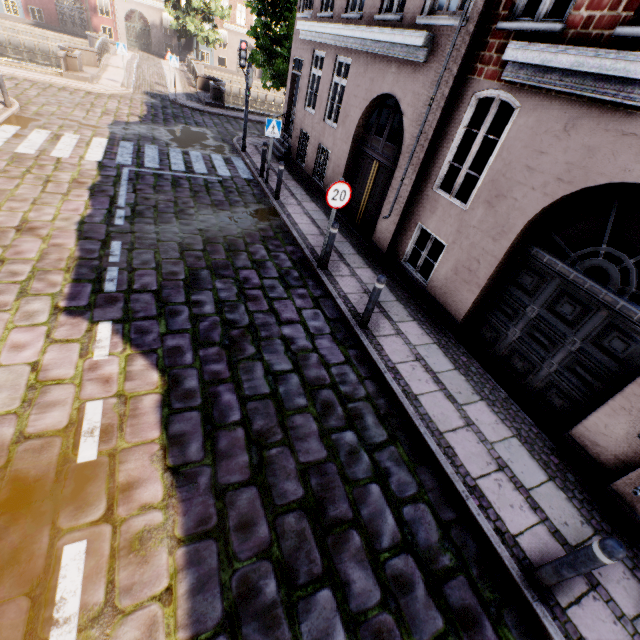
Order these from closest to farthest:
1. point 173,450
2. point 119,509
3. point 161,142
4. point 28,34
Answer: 1. point 119,509
2. point 173,450
3. point 161,142
4. point 28,34

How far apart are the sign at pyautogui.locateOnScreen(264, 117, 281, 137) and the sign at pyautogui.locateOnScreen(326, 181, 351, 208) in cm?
528

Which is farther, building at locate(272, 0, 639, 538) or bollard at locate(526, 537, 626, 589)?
building at locate(272, 0, 639, 538)

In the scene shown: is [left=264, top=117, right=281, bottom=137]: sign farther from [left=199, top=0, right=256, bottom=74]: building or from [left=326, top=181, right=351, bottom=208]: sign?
[left=326, top=181, right=351, bottom=208]: sign

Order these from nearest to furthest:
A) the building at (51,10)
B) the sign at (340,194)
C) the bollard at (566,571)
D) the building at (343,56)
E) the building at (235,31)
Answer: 1. the bollard at (566,571)
2. the building at (343,56)
3. the sign at (340,194)
4. the building at (51,10)
5. the building at (235,31)

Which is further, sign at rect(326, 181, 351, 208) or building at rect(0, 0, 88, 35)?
building at rect(0, 0, 88, 35)

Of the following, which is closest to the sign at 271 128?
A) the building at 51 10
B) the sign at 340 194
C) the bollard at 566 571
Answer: the building at 51 10

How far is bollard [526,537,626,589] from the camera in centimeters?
266cm
